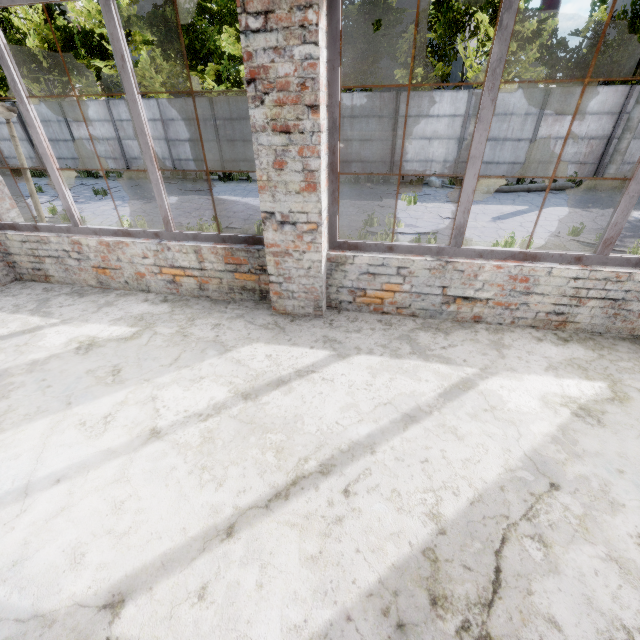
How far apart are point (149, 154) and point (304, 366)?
2.7 meters

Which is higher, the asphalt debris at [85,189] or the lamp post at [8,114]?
the lamp post at [8,114]

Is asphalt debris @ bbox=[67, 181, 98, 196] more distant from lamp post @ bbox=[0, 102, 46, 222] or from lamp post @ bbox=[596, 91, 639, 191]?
lamp post @ bbox=[596, 91, 639, 191]

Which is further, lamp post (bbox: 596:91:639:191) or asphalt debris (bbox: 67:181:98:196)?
asphalt debris (bbox: 67:181:98:196)

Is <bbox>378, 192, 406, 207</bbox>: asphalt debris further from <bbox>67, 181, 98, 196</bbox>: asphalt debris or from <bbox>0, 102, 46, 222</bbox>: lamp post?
<bbox>67, 181, 98, 196</bbox>: asphalt debris

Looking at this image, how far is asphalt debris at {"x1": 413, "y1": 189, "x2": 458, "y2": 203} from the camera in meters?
12.7 m

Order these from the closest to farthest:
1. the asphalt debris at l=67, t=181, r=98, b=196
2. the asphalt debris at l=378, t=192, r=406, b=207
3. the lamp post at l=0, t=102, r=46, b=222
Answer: the lamp post at l=0, t=102, r=46, b=222
the asphalt debris at l=378, t=192, r=406, b=207
the asphalt debris at l=67, t=181, r=98, b=196

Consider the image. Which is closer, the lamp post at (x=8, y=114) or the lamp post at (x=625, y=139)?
the lamp post at (x=8, y=114)
